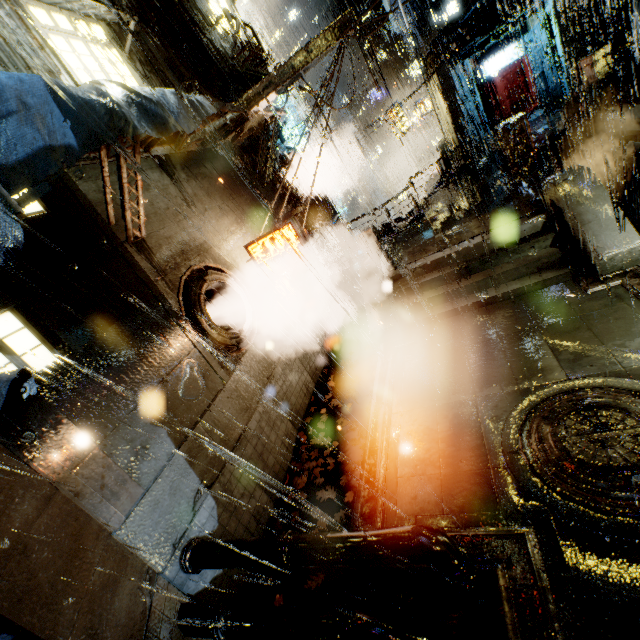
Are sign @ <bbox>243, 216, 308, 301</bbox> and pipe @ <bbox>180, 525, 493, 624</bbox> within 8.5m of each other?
yes

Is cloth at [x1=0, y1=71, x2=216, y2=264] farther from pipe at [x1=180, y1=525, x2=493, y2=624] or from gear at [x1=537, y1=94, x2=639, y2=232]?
gear at [x1=537, y1=94, x2=639, y2=232]

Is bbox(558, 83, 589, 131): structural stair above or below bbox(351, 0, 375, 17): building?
below

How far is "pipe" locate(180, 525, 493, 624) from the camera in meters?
3.9

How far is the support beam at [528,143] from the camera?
13.4m

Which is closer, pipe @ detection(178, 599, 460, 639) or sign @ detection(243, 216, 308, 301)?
pipe @ detection(178, 599, 460, 639)

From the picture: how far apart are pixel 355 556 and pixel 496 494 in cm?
267

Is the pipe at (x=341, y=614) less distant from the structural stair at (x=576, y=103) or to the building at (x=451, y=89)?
the building at (x=451, y=89)
